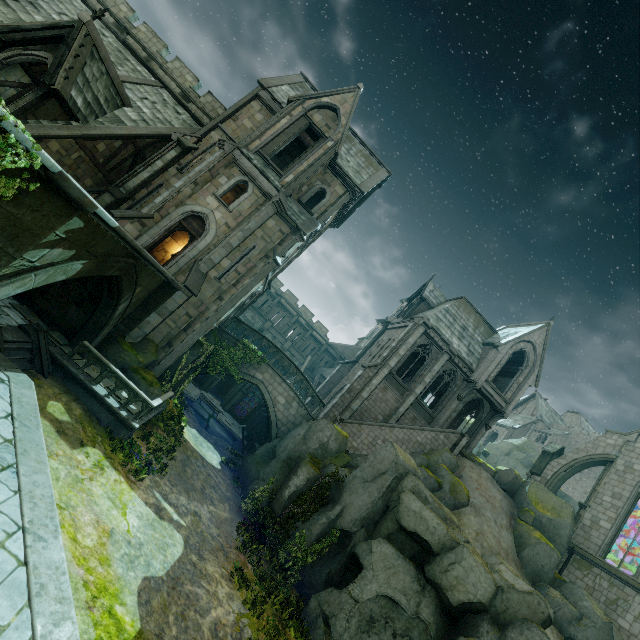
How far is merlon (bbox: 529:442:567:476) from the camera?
26.69m

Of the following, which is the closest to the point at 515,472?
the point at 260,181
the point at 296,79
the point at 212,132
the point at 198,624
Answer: the point at 198,624

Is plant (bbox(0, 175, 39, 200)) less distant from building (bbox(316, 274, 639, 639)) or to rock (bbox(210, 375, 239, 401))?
building (bbox(316, 274, 639, 639))

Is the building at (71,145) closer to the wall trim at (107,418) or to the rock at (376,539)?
the rock at (376,539)

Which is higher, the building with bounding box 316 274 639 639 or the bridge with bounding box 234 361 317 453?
the building with bounding box 316 274 639 639

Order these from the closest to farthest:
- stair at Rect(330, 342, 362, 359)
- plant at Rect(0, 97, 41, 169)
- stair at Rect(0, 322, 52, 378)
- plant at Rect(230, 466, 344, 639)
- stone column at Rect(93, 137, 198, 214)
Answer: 1. plant at Rect(0, 97, 41, 169)
2. stair at Rect(0, 322, 52, 378)
3. plant at Rect(230, 466, 344, 639)
4. stone column at Rect(93, 137, 198, 214)
5. stair at Rect(330, 342, 362, 359)

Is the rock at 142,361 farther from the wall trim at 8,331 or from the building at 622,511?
the wall trim at 8,331

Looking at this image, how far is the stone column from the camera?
17.9 meters
